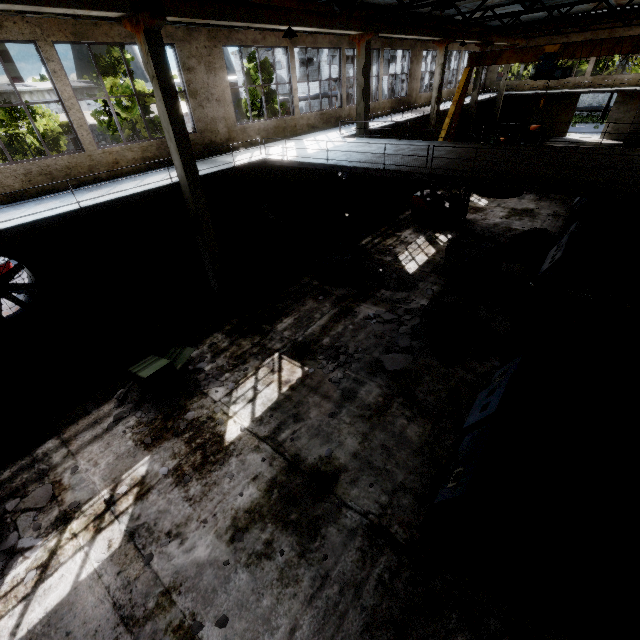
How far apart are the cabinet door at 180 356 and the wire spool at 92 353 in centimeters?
117cm

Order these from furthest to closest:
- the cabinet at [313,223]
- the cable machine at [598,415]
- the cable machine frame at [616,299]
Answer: the cabinet at [313,223], the cable machine frame at [616,299], the cable machine at [598,415]

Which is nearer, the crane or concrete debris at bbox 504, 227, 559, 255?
concrete debris at bbox 504, 227, 559, 255

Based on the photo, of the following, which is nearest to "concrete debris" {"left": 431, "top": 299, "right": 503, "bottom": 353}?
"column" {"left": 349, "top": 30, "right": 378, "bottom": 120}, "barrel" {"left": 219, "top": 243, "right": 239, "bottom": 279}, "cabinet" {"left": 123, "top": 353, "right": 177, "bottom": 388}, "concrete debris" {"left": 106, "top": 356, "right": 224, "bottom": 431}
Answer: "concrete debris" {"left": 106, "top": 356, "right": 224, "bottom": 431}

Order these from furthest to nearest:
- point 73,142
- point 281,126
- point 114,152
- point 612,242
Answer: point 73,142 < point 281,126 < point 114,152 < point 612,242

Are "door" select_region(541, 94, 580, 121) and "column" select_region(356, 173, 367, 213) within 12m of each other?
no

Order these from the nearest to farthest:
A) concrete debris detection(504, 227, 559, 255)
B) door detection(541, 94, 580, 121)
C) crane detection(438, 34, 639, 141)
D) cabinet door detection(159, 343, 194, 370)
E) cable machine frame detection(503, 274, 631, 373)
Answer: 1. cable machine frame detection(503, 274, 631, 373)
2. cabinet door detection(159, 343, 194, 370)
3. concrete debris detection(504, 227, 559, 255)
4. crane detection(438, 34, 639, 141)
5. door detection(541, 94, 580, 121)

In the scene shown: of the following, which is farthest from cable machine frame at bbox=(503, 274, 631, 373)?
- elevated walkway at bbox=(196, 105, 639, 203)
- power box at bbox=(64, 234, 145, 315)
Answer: power box at bbox=(64, 234, 145, 315)
